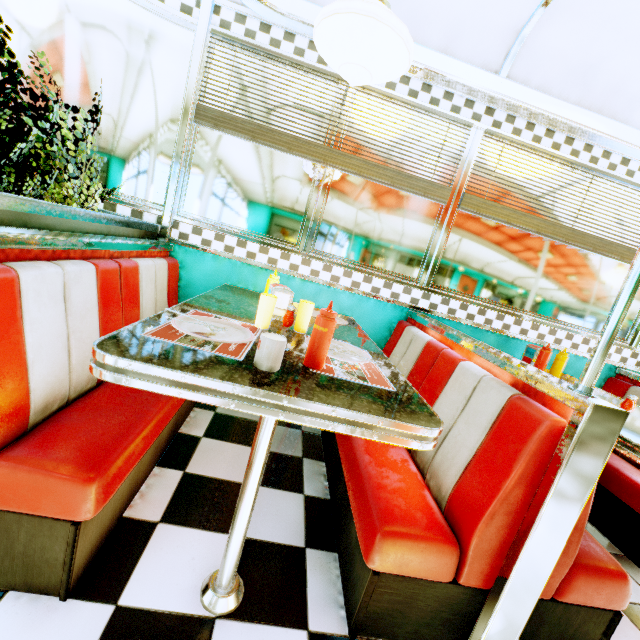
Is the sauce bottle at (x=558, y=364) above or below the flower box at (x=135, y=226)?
below

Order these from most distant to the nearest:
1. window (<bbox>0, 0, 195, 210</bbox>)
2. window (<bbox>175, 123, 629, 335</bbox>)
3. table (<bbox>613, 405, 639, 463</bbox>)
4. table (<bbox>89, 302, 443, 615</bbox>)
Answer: window (<bbox>175, 123, 629, 335</bbox>)
window (<bbox>0, 0, 195, 210</bbox>)
table (<bbox>613, 405, 639, 463</bbox>)
table (<bbox>89, 302, 443, 615</bbox>)

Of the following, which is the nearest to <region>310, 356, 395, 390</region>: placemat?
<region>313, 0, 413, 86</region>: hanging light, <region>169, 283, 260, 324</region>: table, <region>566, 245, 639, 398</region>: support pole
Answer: <region>169, 283, 260, 324</region>: table

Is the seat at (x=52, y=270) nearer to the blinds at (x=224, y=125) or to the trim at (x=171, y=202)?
the trim at (x=171, y=202)

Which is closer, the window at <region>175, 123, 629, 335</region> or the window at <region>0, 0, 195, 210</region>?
the window at <region>0, 0, 195, 210</region>

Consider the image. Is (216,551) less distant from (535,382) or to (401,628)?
(401,628)

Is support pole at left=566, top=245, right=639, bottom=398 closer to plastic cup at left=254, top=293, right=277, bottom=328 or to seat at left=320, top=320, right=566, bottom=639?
seat at left=320, top=320, right=566, bottom=639

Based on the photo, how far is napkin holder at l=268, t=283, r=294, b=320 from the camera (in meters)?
1.64
